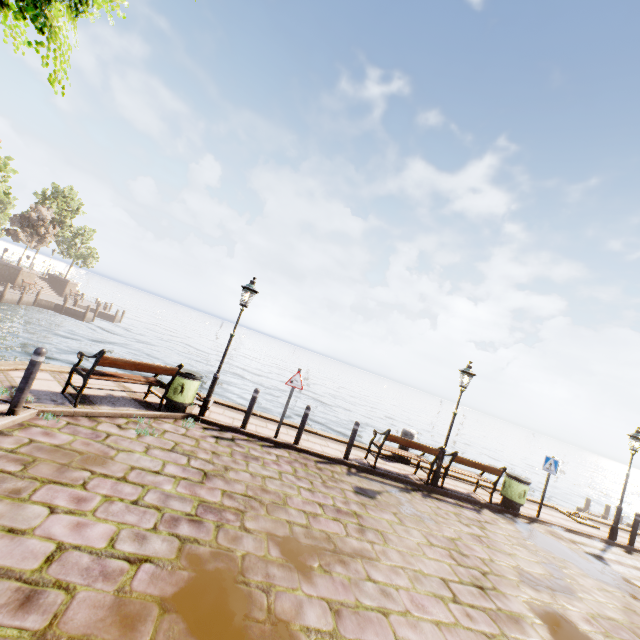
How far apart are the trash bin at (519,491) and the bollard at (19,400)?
12.4 meters

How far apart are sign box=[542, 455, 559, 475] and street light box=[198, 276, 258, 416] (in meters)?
10.76

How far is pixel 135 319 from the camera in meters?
53.8

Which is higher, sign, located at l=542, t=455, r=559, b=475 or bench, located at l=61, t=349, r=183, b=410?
sign, located at l=542, t=455, r=559, b=475

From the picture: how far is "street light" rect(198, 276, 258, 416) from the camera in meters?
8.3

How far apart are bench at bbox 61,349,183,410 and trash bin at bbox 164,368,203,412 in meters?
0.1

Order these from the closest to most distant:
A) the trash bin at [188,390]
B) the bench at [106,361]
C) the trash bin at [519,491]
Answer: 1. the bench at [106,361]
2. the trash bin at [188,390]
3. the trash bin at [519,491]

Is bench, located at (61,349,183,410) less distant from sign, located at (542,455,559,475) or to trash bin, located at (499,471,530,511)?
trash bin, located at (499,471,530,511)
